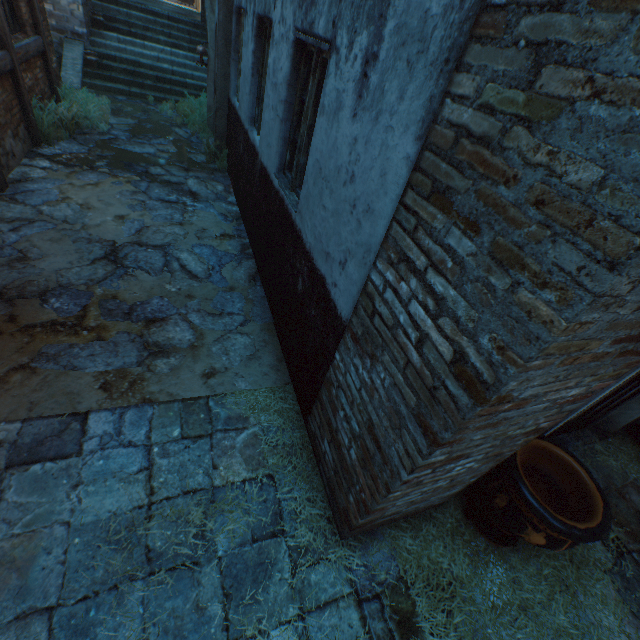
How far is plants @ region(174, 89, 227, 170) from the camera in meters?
7.3 m

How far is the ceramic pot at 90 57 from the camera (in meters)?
9.23

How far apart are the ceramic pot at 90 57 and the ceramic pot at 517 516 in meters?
13.6

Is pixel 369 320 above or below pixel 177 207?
above

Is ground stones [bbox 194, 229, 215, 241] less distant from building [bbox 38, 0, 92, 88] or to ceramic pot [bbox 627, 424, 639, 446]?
building [bbox 38, 0, 92, 88]

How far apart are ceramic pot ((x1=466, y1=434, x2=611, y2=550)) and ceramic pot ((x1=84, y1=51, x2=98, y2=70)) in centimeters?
1357cm

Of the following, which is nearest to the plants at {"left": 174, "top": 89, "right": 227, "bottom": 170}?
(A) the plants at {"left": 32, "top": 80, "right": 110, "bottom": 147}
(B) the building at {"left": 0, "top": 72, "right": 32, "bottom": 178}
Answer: (A) the plants at {"left": 32, "top": 80, "right": 110, "bottom": 147}

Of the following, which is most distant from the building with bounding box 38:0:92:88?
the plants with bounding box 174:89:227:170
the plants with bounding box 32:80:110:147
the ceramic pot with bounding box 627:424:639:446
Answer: the ceramic pot with bounding box 627:424:639:446
